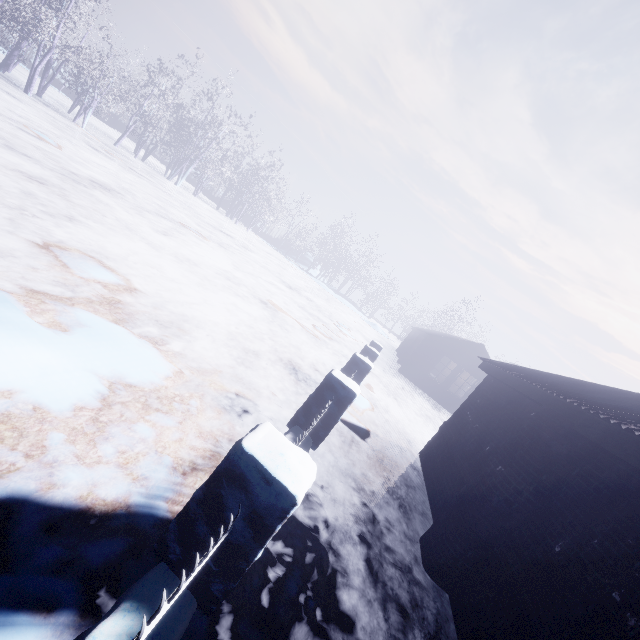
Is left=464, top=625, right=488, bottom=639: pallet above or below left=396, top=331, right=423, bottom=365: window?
below

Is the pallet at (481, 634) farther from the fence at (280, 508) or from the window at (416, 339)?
the window at (416, 339)

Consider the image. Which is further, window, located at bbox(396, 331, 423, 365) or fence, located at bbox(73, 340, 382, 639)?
window, located at bbox(396, 331, 423, 365)

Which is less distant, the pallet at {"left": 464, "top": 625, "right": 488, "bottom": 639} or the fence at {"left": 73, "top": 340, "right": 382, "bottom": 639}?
the fence at {"left": 73, "top": 340, "right": 382, "bottom": 639}

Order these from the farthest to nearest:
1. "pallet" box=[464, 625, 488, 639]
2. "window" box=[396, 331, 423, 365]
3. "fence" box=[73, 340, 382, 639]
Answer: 1. "window" box=[396, 331, 423, 365]
2. "pallet" box=[464, 625, 488, 639]
3. "fence" box=[73, 340, 382, 639]

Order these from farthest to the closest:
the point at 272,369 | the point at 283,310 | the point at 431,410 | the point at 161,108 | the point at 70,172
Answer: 1. the point at 161,108
2. the point at 431,410
3. the point at 283,310
4. the point at 70,172
5. the point at 272,369

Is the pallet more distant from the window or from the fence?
the window
